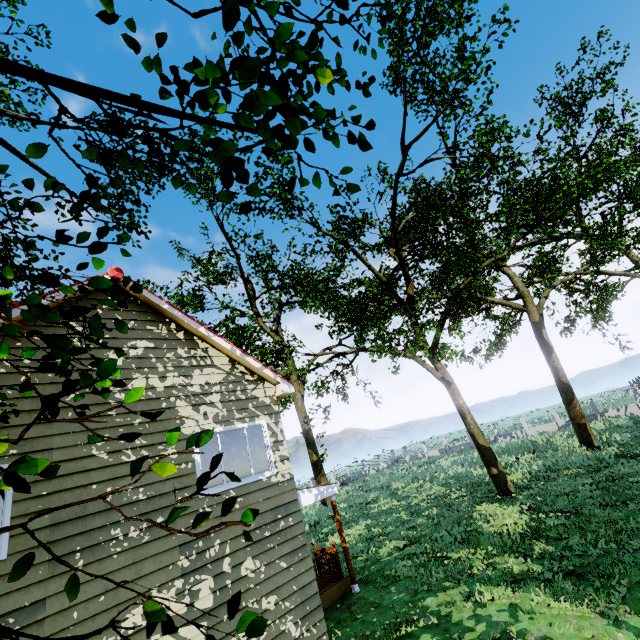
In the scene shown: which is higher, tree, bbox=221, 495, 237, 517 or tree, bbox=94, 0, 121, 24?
tree, bbox=94, 0, 121, 24

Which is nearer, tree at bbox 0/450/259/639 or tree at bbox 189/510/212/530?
tree at bbox 0/450/259/639

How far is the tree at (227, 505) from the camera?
1.71m

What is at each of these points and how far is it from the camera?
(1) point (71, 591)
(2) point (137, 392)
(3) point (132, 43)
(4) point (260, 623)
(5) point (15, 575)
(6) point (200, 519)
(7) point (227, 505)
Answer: (1) tree, 1.26m
(2) tree, 1.65m
(3) tree, 1.81m
(4) tree, 1.47m
(5) tree, 1.17m
(6) tree, 1.71m
(7) tree, 1.76m

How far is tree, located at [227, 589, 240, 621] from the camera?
1.5 meters

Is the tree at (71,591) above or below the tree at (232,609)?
above
